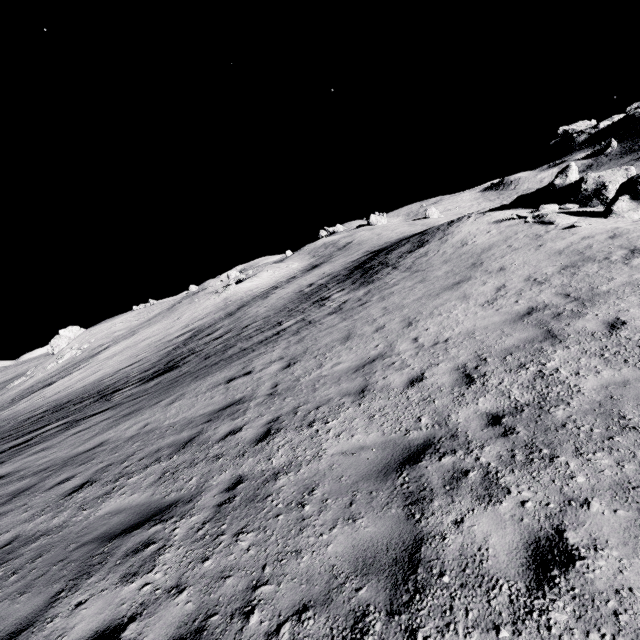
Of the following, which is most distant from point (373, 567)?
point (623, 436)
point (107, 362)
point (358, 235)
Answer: point (358, 235)

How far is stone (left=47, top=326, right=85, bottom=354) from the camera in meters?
49.1

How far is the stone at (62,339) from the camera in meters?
49.1

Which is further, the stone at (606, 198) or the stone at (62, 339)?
the stone at (62, 339)

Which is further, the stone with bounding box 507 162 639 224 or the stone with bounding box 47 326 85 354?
the stone with bounding box 47 326 85 354

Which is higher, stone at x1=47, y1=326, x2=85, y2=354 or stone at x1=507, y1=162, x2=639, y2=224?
stone at x1=47, y1=326, x2=85, y2=354
